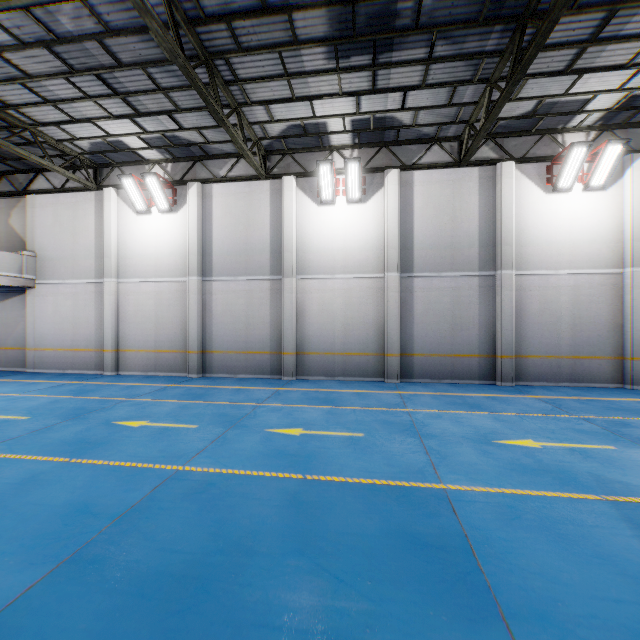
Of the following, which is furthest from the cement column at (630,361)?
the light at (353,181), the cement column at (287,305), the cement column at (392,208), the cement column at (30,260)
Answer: the cement column at (30,260)

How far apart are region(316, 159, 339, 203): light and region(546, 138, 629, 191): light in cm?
735

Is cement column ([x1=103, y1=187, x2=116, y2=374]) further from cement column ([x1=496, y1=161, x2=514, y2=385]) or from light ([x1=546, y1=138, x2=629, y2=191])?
light ([x1=546, y1=138, x2=629, y2=191])

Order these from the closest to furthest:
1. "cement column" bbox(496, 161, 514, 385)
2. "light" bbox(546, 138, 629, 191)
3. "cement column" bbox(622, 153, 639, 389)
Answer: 1. "light" bbox(546, 138, 629, 191)
2. "cement column" bbox(622, 153, 639, 389)
3. "cement column" bbox(496, 161, 514, 385)

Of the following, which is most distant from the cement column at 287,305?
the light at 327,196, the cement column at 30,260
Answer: the cement column at 30,260

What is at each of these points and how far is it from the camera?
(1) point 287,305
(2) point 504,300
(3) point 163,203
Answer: (1) cement column, 12.6m
(2) cement column, 11.4m
(3) light, 13.2m

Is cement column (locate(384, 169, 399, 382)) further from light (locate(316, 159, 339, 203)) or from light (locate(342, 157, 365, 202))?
light (locate(316, 159, 339, 203))

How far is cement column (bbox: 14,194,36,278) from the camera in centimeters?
1398cm
